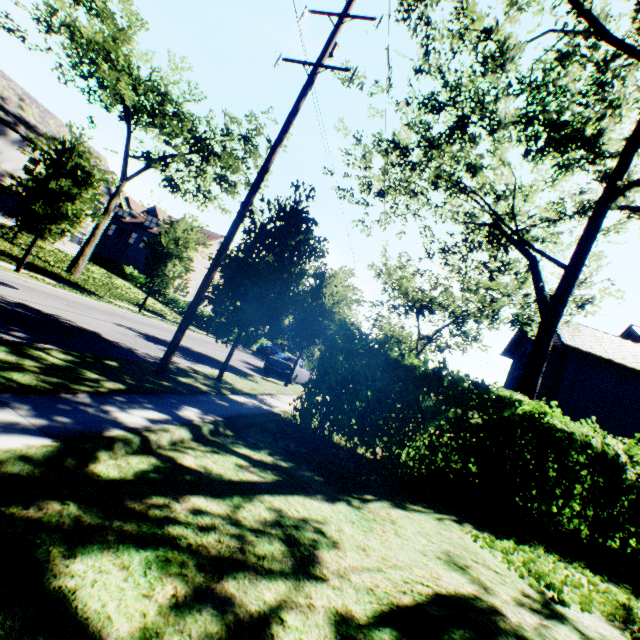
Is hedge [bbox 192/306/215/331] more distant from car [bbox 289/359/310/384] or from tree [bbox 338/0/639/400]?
car [bbox 289/359/310/384]

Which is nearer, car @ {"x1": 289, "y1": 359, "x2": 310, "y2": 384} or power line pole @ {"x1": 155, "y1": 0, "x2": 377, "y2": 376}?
power line pole @ {"x1": 155, "y1": 0, "x2": 377, "y2": 376}

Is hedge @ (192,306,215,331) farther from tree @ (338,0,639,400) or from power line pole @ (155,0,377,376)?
power line pole @ (155,0,377,376)

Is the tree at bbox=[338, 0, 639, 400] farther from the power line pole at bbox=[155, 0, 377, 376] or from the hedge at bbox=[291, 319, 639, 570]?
the power line pole at bbox=[155, 0, 377, 376]

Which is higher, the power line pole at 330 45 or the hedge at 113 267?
the power line pole at 330 45

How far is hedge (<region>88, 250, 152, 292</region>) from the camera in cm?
3608

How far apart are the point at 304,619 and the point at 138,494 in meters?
1.9

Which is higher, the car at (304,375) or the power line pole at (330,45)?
the power line pole at (330,45)
